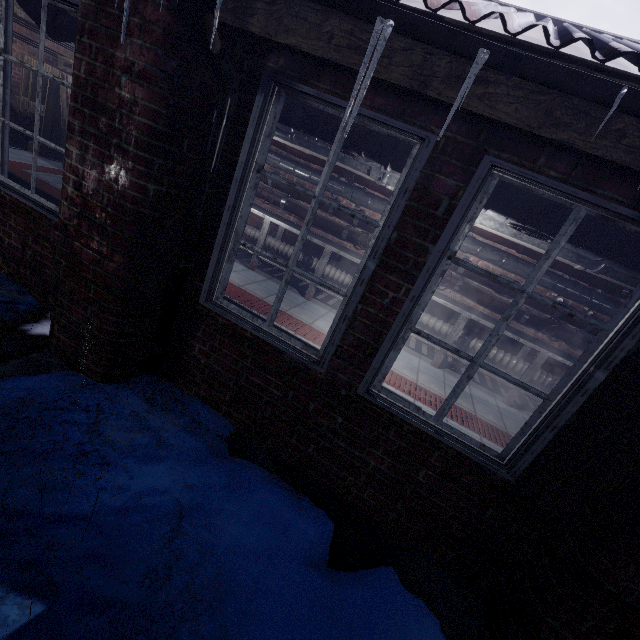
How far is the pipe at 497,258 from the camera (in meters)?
4.05

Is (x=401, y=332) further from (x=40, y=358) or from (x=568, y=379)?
(x=40, y=358)

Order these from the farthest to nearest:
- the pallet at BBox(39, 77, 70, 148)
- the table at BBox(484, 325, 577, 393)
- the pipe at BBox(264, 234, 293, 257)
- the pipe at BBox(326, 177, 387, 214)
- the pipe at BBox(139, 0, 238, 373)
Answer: the pallet at BBox(39, 77, 70, 148) < the pipe at BBox(264, 234, 293, 257) < the pipe at BBox(326, 177, 387, 214) < the table at BBox(484, 325, 577, 393) < the pipe at BBox(139, 0, 238, 373)

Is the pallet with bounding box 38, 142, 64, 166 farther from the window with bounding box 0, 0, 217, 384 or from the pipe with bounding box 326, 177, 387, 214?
the window with bounding box 0, 0, 217, 384

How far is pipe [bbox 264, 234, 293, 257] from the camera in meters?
5.0 m

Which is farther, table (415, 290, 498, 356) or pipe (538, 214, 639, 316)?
table (415, 290, 498, 356)

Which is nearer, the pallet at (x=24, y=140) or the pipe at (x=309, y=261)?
the pipe at (x=309, y=261)
